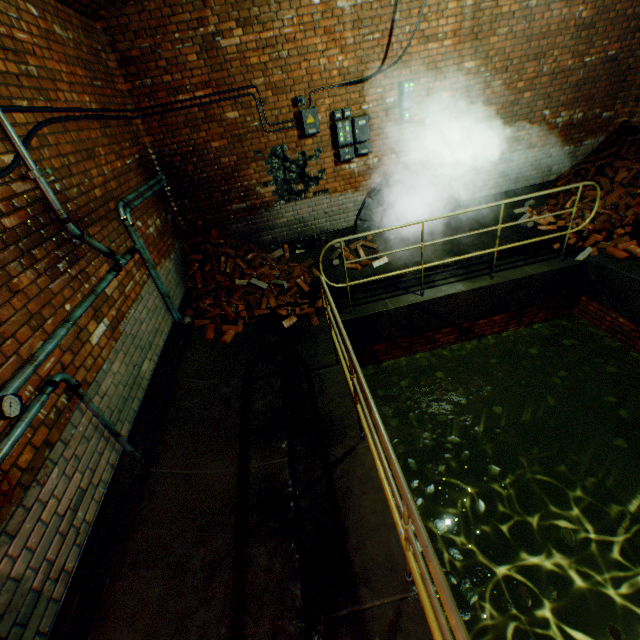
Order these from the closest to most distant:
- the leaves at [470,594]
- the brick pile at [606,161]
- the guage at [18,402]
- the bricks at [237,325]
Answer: the guage at [18,402] → the leaves at [470,594] → the bricks at [237,325] → the brick pile at [606,161]

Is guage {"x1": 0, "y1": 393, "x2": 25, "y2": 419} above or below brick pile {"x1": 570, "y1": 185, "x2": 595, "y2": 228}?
above

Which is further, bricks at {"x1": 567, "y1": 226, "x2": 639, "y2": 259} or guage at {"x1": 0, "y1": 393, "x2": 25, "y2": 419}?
bricks at {"x1": 567, "y1": 226, "x2": 639, "y2": 259}

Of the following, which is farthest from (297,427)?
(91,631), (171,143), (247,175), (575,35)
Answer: (575,35)

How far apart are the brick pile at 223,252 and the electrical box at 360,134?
2.1 meters

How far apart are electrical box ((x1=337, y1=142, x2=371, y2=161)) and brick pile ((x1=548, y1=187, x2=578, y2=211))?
4.1m

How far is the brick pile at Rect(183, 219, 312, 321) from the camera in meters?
5.7
